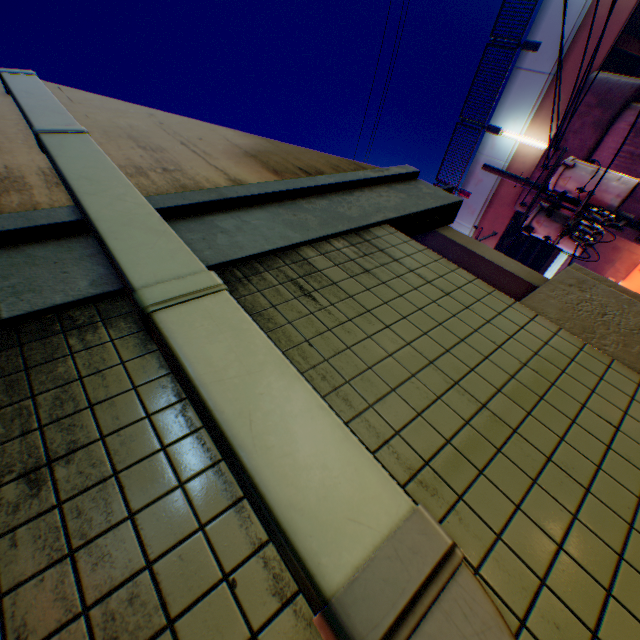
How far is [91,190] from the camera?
1.7 meters

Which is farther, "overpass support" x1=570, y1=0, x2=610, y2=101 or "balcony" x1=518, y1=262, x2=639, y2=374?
"overpass support" x1=570, y1=0, x2=610, y2=101

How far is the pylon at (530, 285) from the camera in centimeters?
273cm

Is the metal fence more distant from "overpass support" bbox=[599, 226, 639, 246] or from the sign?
the sign

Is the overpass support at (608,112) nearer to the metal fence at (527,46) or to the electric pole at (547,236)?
the metal fence at (527,46)

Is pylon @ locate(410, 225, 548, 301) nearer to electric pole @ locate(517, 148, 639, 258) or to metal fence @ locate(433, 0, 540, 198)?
metal fence @ locate(433, 0, 540, 198)

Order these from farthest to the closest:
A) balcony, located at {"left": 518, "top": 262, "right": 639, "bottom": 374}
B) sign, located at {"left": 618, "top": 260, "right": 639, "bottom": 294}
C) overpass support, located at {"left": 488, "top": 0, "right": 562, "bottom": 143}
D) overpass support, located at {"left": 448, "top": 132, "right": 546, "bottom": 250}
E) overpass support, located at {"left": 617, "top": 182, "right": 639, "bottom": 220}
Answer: sign, located at {"left": 618, "top": 260, "right": 639, "bottom": 294}, overpass support, located at {"left": 448, "top": 132, "right": 546, "bottom": 250}, overpass support, located at {"left": 488, "top": 0, "right": 562, "bottom": 143}, overpass support, located at {"left": 617, "top": 182, "right": 639, "bottom": 220}, balcony, located at {"left": 518, "top": 262, "right": 639, "bottom": 374}

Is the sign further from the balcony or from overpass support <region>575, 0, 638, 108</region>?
the balcony
